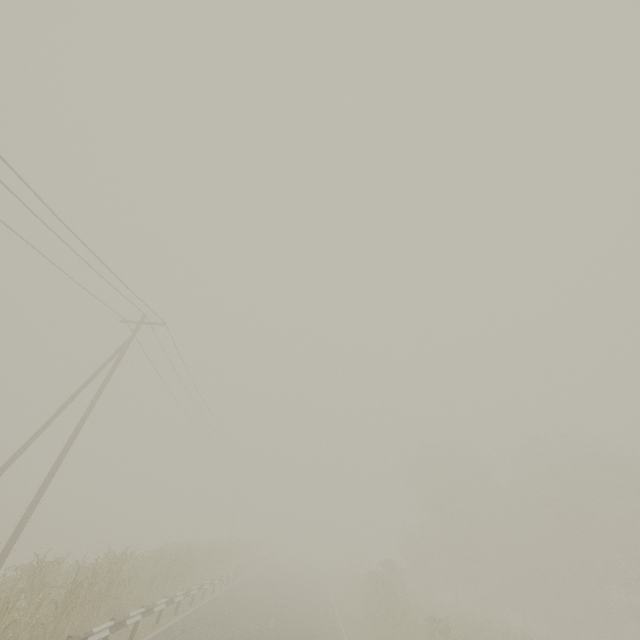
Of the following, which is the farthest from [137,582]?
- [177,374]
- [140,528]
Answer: [140,528]
